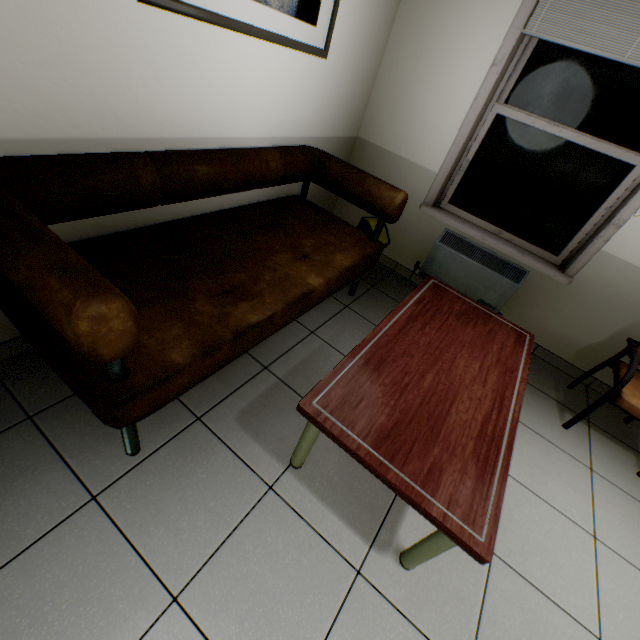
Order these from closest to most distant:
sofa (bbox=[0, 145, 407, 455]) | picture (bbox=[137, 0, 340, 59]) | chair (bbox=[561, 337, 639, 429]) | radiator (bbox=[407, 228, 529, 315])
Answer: sofa (bbox=[0, 145, 407, 455]) → picture (bbox=[137, 0, 340, 59]) → chair (bbox=[561, 337, 639, 429]) → radiator (bbox=[407, 228, 529, 315])

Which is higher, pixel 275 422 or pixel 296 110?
pixel 296 110

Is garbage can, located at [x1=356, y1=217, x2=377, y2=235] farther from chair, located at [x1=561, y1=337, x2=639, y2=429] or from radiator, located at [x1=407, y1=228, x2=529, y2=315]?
chair, located at [x1=561, y1=337, x2=639, y2=429]

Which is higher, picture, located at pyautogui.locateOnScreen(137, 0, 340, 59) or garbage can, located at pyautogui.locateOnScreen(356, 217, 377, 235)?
picture, located at pyautogui.locateOnScreen(137, 0, 340, 59)

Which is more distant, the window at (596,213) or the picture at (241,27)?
the window at (596,213)

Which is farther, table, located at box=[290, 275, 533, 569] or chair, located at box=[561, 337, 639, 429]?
chair, located at box=[561, 337, 639, 429]

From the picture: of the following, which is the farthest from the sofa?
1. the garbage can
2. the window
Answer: the window

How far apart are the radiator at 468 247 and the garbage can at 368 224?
0.4 meters
